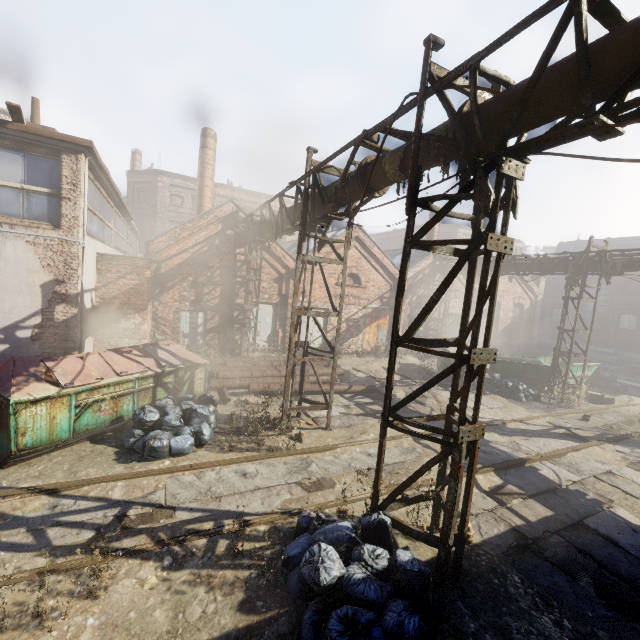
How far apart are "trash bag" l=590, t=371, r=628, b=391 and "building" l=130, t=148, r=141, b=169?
41.75m

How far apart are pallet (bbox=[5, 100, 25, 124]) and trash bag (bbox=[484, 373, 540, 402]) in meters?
17.3 m

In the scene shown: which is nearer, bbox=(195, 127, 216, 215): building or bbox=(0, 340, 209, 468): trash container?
bbox=(0, 340, 209, 468): trash container

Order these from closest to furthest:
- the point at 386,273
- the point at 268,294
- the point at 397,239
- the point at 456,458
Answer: the point at 456,458 < the point at 268,294 < the point at 386,273 < the point at 397,239

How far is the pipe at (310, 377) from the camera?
11.5 meters

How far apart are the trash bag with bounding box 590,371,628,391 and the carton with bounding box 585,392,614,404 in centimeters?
299cm

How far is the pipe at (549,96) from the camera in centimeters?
302cm

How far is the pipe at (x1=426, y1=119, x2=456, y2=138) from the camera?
4.3m
